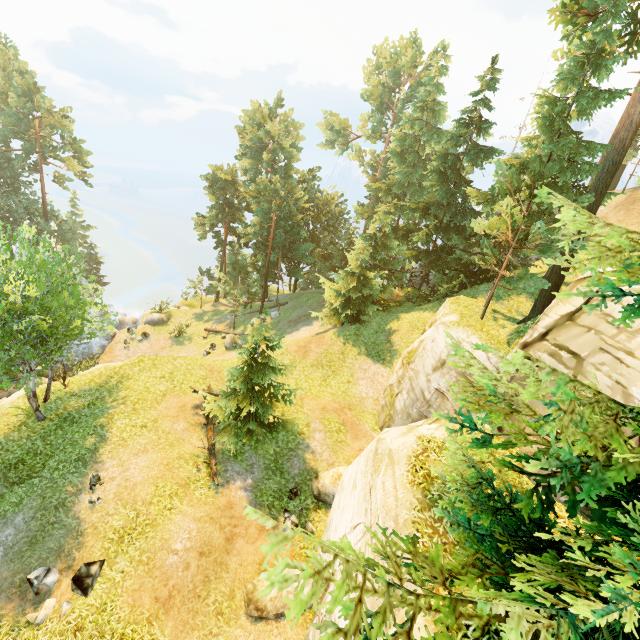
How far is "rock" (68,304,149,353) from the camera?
32.1 meters

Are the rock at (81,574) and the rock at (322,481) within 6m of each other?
no

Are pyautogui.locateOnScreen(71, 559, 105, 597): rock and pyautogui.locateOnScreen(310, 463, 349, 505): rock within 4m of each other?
no

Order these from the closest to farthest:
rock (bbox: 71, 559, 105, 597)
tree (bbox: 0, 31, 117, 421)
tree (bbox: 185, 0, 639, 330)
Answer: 1. rock (bbox: 71, 559, 105, 597)
2. tree (bbox: 0, 31, 117, 421)
3. tree (bbox: 185, 0, 639, 330)

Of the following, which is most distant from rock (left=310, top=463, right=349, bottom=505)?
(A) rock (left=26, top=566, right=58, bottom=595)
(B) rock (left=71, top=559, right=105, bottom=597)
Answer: (A) rock (left=26, top=566, right=58, bottom=595)

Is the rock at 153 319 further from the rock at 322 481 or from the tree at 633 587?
the rock at 322 481

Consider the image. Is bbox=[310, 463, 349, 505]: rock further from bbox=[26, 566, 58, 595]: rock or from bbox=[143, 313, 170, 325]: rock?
bbox=[143, 313, 170, 325]: rock

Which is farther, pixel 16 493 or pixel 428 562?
pixel 16 493
